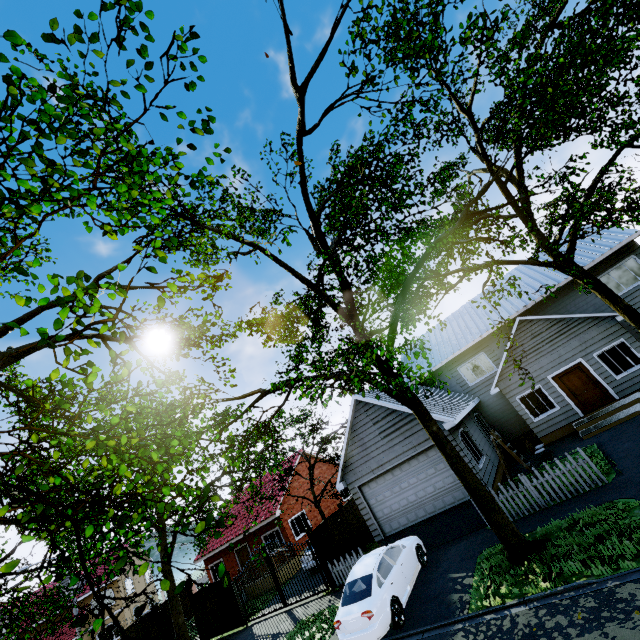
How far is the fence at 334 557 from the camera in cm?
1405

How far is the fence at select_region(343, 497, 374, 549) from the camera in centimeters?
1725cm

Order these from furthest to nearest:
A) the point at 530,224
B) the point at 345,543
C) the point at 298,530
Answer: the point at 298,530, the point at 345,543, the point at 530,224

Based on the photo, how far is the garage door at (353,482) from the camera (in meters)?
13.93

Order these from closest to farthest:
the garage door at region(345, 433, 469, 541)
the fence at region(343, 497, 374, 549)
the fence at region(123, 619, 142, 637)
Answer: the garage door at region(345, 433, 469, 541) < the fence at region(343, 497, 374, 549) < the fence at region(123, 619, 142, 637)

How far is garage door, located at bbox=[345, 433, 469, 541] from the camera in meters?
13.9

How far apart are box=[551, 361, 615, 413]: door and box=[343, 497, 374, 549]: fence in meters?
12.2 m

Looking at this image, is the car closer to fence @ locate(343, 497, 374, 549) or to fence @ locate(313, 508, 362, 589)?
fence @ locate(313, 508, 362, 589)
